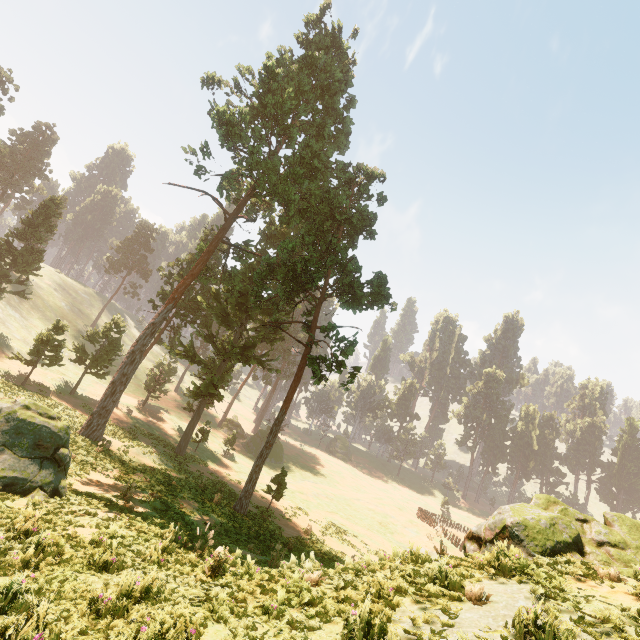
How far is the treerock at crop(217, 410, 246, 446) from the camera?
43.7m

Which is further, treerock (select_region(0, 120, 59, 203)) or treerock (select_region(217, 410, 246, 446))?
treerock (select_region(0, 120, 59, 203))

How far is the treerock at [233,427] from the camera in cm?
4366

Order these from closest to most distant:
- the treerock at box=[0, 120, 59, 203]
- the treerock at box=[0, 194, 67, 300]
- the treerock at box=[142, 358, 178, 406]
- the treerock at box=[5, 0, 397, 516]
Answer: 1. the treerock at box=[5, 0, 397, 516]
2. the treerock at box=[0, 194, 67, 300]
3. the treerock at box=[142, 358, 178, 406]
4. the treerock at box=[0, 120, 59, 203]

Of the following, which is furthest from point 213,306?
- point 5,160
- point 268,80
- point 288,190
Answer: point 5,160

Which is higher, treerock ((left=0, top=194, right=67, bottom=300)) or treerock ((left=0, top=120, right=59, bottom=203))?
treerock ((left=0, top=120, right=59, bottom=203))

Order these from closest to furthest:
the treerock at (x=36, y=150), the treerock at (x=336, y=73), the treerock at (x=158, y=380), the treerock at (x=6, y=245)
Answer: the treerock at (x=336, y=73)
the treerock at (x=6, y=245)
the treerock at (x=158, y=380)
the treerock at (x=36, y=150)
